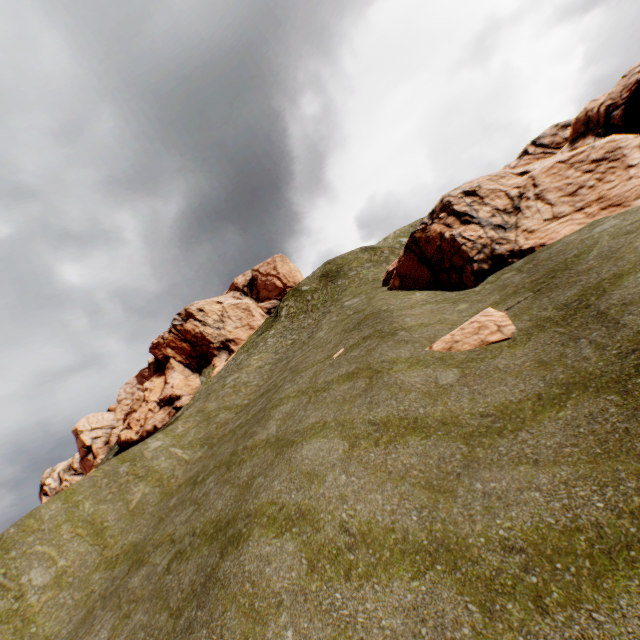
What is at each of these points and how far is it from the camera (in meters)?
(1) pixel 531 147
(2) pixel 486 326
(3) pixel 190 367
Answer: (1) rock, 36.75
(2) rock, 11.49
(3) rock, 46.00

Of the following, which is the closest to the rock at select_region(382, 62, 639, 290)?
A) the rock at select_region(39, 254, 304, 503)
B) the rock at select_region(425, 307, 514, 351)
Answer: the rock at select_region(425, 307, 514, 351)

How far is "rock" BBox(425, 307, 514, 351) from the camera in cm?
1077

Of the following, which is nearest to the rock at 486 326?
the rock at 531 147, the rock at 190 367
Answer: the rock at 531 147

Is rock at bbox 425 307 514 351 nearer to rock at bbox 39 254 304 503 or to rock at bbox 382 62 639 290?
rock at bbox 382 62 639 290

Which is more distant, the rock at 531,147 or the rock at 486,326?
the rock at 531,147
